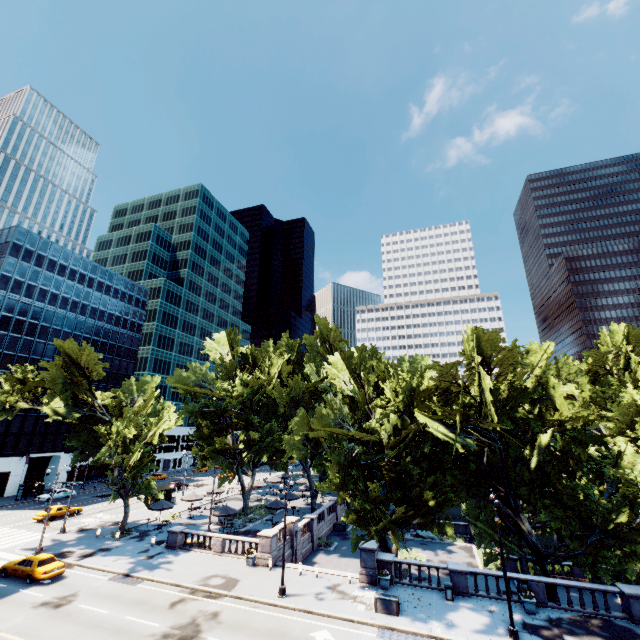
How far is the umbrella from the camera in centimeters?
3494cm

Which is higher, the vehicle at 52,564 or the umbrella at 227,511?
the umbrella at 227,511

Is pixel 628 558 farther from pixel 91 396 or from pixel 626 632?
pixel 91 396

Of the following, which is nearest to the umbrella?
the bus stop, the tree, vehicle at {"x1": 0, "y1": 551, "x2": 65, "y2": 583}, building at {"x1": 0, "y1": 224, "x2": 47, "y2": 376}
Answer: the tree

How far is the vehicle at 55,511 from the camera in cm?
4000

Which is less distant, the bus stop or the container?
the container

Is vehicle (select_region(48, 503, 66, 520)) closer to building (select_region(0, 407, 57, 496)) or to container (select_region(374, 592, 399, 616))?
building (select_region(0, 407, 57, 496))

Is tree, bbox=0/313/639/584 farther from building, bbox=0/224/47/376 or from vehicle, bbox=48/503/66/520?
building, bbox=0/224/47/376
